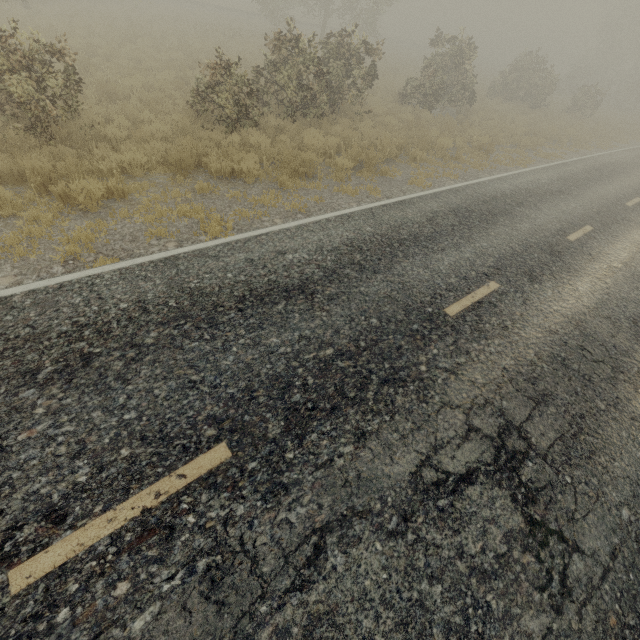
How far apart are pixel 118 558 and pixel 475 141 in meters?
18.0 m
